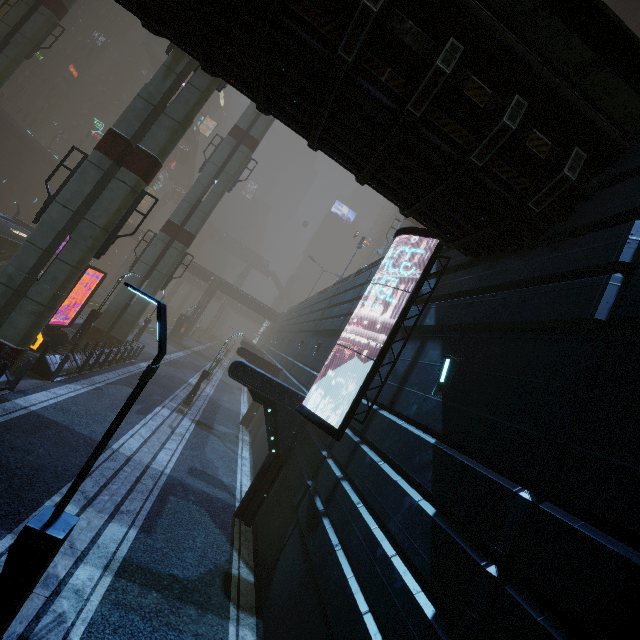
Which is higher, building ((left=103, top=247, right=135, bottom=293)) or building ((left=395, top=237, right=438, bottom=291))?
building ((left=395, top=237, right=438, bottom=291))

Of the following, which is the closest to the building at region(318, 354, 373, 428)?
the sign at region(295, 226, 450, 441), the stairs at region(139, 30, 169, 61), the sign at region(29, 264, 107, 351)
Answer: the sign at region(295, 226, 450, 441)

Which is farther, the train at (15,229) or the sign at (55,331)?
the train at (15,229)

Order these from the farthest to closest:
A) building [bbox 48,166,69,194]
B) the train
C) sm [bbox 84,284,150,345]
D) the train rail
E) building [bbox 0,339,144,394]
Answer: building [bbox 48,166,69,194] < the train rail < the train < sm [bbox 84,284,150,345] < building [bbox 0,339,144,394]

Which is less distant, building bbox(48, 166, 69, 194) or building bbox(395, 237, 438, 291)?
building bbox(395, 237, 438, 291)

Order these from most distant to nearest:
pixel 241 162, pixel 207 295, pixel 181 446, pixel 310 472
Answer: pixel 207 295 < pixel 241 162 < pixel 181 446 < pixel 310 472

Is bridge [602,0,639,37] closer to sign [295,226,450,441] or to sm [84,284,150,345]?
sm [84,284,150,345]

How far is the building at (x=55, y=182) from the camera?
47.31m
